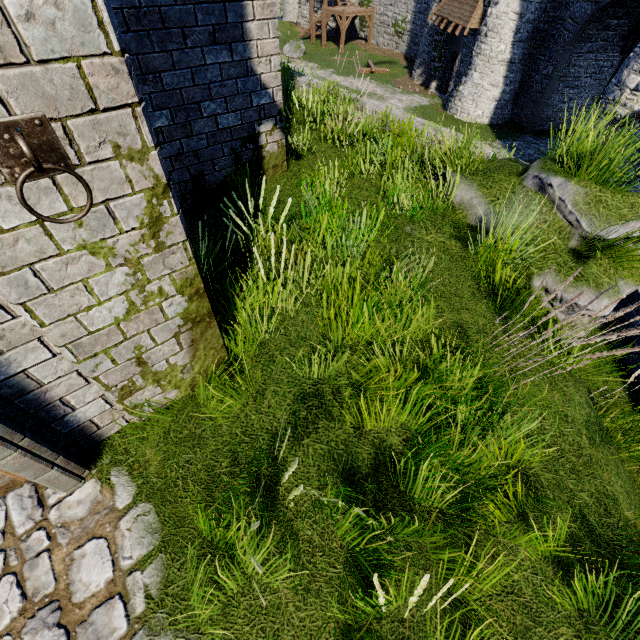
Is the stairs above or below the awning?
below

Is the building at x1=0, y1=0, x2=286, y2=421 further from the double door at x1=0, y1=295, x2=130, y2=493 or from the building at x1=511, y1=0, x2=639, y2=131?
the building at x1=511, y1=0, x2=639, y2=131

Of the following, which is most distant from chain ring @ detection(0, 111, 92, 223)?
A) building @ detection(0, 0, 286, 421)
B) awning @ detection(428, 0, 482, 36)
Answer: awning @ detection(428, 0, 482, 36)

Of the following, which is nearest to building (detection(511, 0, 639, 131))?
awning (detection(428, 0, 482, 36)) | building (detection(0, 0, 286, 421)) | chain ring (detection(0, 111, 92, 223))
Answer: awning (detection(428, 0, 482, 36))

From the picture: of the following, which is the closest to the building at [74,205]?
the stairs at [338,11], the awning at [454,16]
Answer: the awning at [454,16]

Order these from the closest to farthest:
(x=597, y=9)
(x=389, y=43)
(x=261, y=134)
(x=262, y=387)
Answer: (x=262, y=387) → (x=261, y=134) → (x=597, y=9) → (x=389, y=43)

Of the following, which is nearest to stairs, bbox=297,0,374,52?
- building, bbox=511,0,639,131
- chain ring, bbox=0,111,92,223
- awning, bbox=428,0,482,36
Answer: building, bbox=511,0,639,131

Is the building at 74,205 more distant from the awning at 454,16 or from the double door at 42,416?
the awning at 454,16
